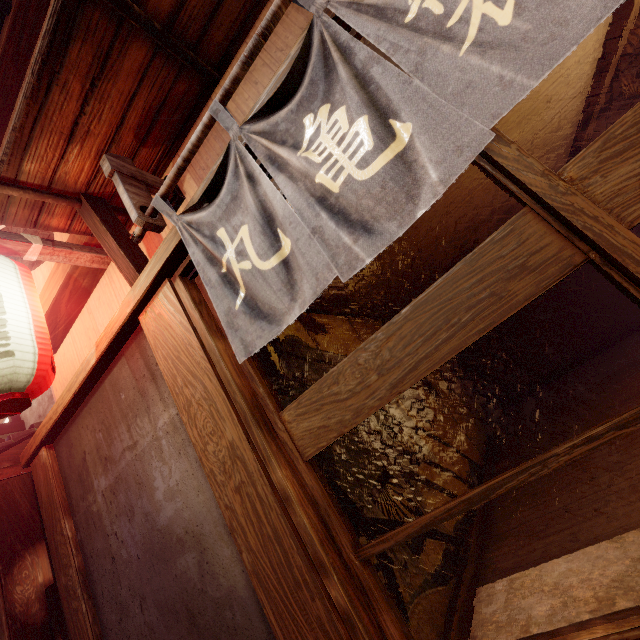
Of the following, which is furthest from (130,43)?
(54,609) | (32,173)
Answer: (54,609)

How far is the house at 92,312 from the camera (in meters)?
5.56

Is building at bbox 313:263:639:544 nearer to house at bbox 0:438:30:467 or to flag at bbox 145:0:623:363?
flag at bbox 145:0:623:363

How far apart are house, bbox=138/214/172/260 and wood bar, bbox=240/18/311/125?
0.2 meters

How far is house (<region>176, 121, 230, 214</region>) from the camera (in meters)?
4.21

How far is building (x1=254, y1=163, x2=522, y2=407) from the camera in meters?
5.2 m

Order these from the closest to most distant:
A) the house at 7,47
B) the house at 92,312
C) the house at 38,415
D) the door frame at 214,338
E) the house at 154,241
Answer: the door frame at 214,338
the house at 154,241
the house at 92,312
the house at 7,47
the house at 38,415

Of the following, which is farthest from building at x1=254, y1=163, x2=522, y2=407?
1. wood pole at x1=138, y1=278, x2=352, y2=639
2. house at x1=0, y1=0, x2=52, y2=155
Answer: house at x1=0, y1=0, x2=52, y2=155
